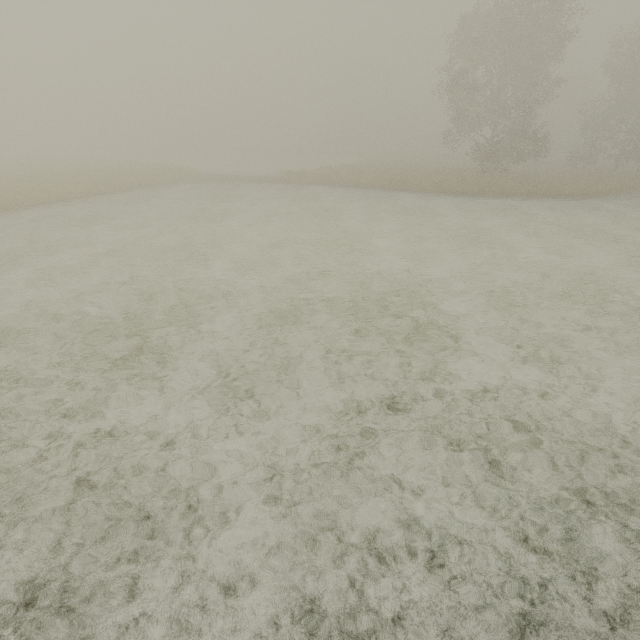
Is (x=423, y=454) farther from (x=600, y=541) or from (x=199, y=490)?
(x=199, y=490)
